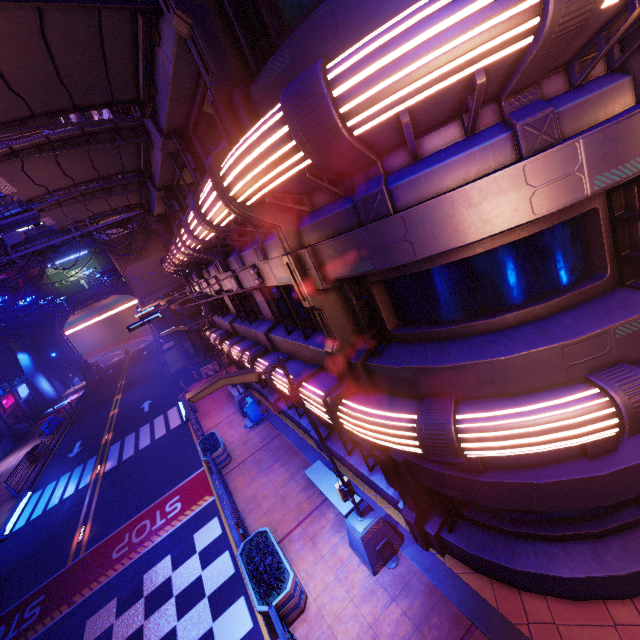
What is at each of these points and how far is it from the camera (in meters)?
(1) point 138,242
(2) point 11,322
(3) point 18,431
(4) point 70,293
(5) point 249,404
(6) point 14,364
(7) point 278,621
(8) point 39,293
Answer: (1) walkway, 28.30
(2) walkway, 36.06
(3) generator, 34.19
(4) sign, 51.31
(5) trash can, 16.38
(6) building, 48.47
(7) railing, 6.50
(8) wall arch, 50.00

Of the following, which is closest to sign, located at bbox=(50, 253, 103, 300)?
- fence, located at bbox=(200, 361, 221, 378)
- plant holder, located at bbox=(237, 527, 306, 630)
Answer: fence, located at bbox=(200, 361, 221, 378)

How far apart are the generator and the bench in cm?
3982

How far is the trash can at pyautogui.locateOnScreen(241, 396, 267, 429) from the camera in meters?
16.4 m

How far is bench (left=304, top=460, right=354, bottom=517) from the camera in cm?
888

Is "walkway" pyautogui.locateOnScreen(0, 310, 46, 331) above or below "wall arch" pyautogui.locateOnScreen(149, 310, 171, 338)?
above

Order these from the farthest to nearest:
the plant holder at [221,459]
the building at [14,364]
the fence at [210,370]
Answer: the building at [14,364], the fence at [210,370], the plant holder at [221,459]

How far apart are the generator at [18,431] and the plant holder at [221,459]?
32.49m
